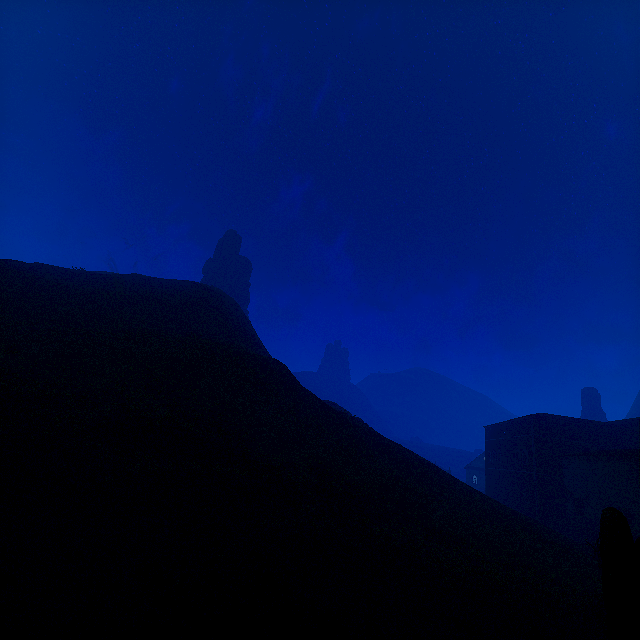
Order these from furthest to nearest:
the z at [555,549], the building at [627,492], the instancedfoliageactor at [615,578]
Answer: the building at [627,492] < the z at [555,549] < the instancedfoliageactor at [615,578]

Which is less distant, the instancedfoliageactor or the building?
the instancedfoliageactor

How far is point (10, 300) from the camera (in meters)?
23.72

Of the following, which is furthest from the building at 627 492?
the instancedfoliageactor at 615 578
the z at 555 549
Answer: the instancedfoliageactor at 615 578

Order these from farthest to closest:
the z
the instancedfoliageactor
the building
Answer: the building < the z < the instancedfoliageactor

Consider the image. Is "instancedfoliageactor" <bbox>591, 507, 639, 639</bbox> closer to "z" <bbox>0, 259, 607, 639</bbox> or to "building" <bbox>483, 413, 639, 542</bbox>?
"z" <bbox>0, 259, 607, 639</bbox>

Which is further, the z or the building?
the building
